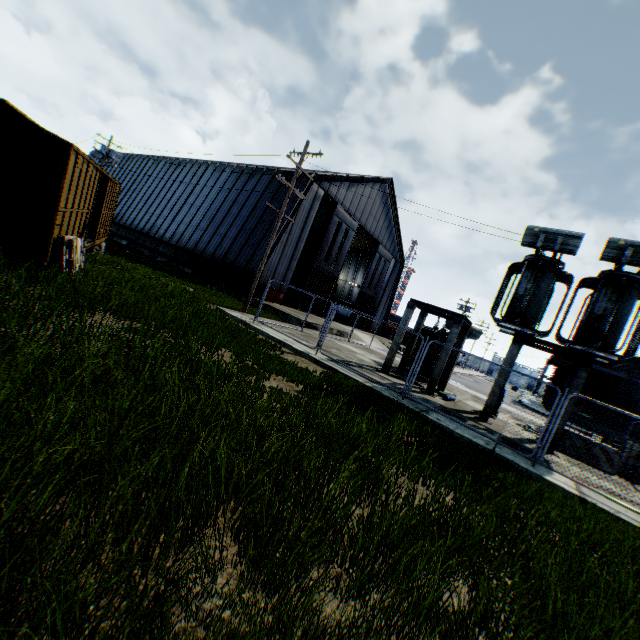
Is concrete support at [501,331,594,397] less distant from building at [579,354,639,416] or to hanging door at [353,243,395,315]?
hanging door at [353,243,395,315]

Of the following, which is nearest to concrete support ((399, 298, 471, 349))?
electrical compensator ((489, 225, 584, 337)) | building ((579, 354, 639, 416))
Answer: electrical compensator ((489, 225, 584, 337))

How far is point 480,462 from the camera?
6.8m

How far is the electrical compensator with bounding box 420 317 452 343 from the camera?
17.2 meters

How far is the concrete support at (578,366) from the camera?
11.0m

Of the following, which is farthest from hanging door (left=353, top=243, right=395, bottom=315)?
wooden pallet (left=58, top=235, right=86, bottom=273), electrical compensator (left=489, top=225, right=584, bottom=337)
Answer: wooden pallet (left=58, top=235, right=86, bottom=273)

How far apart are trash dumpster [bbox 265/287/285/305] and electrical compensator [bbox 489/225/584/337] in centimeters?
1524cm

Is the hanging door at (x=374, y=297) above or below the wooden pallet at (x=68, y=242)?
above
